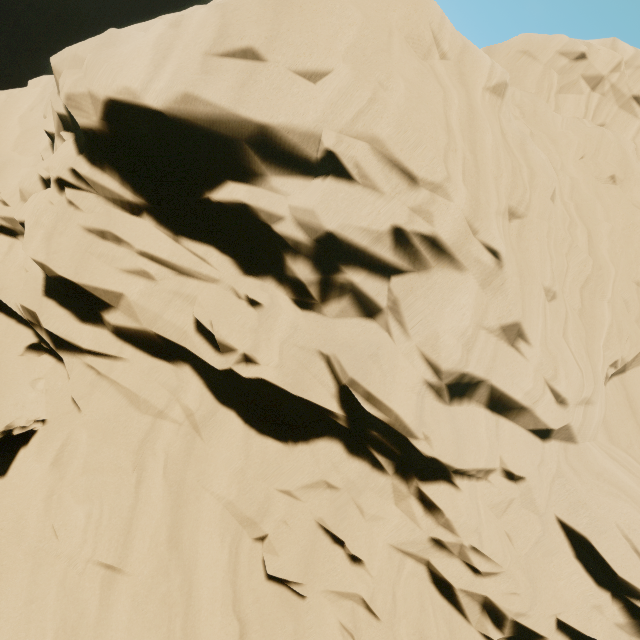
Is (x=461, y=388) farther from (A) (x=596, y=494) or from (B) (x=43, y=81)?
(B) (x=43, y=81)
